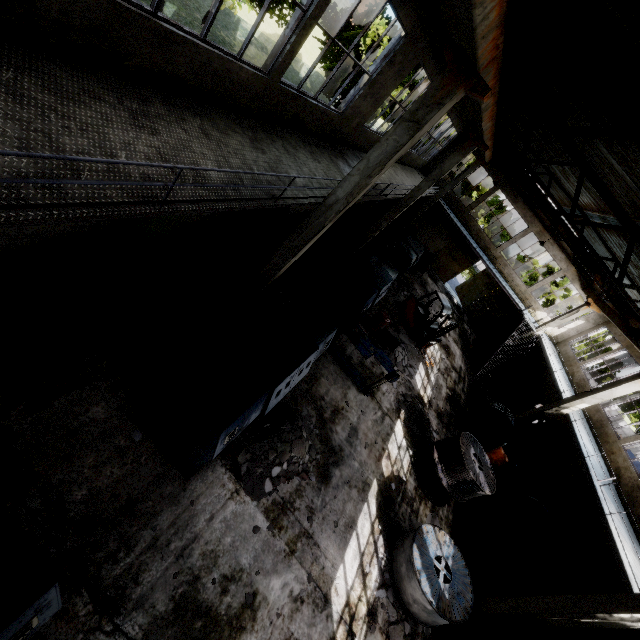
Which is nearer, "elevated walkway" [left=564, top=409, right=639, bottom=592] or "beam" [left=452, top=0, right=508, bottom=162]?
"beam" [left=452, top=0, right=508, bottom=162]

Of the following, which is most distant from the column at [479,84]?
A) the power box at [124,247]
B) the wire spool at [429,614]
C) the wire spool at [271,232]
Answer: the wire spool at [429,614]

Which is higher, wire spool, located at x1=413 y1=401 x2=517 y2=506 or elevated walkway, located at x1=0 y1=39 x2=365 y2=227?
elevated walkway, located at x1=0 y1=39 x2=365 y2=227

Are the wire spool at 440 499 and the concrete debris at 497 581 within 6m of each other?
yes

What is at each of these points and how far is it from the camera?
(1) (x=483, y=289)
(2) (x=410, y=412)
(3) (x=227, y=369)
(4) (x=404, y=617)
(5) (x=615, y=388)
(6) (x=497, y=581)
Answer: (1) door, 28.12m
(2) concrete debris, 13.36m
(3) cable machine, 6.21m
(4) concrete debris, 8.08m
(5) column, 14.02m
(6) concrete debris, 11.23m

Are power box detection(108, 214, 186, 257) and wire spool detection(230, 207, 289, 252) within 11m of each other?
yes

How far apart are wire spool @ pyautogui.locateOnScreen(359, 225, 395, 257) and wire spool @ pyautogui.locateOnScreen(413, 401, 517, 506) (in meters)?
10.18

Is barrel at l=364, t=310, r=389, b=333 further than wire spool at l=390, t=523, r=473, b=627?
Yes
